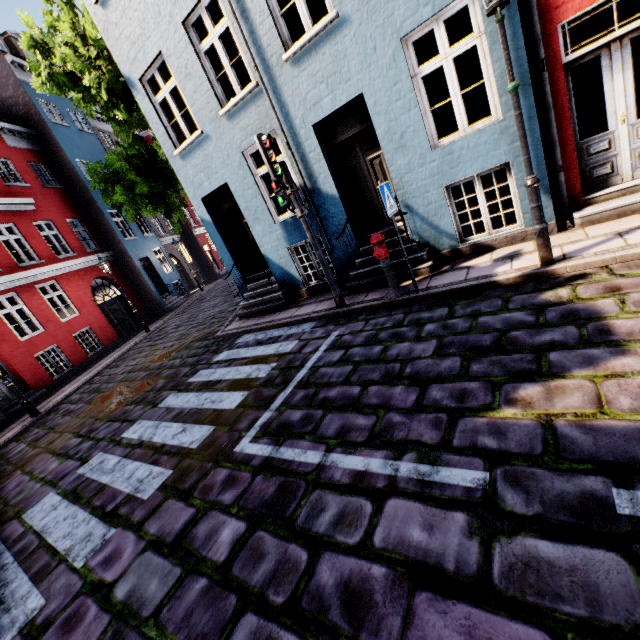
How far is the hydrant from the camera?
5.6m

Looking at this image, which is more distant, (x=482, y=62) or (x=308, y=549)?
(x=482, y=62)

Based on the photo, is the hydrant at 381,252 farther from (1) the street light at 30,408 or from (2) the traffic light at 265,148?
(1) the street light at 30,408

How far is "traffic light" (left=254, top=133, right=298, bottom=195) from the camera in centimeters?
542cm

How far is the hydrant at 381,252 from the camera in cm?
562

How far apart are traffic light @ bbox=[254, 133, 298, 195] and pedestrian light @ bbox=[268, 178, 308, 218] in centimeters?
10cm

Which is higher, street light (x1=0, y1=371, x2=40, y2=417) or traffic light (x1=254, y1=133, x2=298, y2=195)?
traffic light (x1=254, y1=133, x2=298, y2=195)

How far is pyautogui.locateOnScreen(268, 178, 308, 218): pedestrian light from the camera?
6.02m
